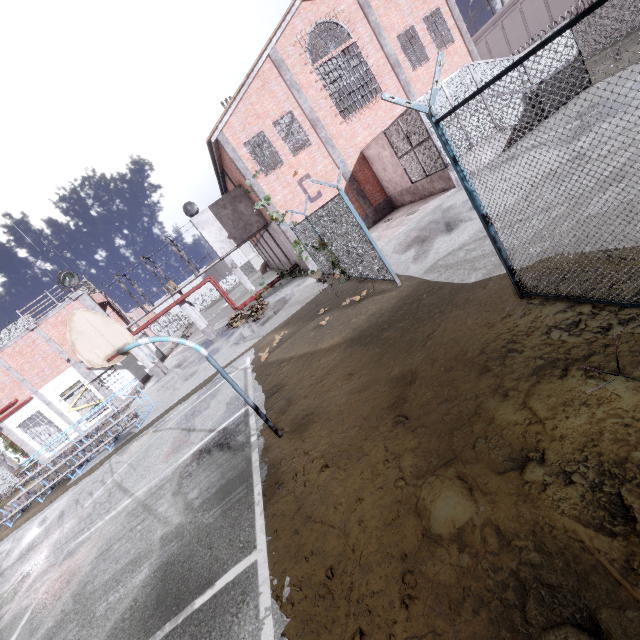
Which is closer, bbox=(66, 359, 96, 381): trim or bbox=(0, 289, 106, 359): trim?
bbox=(0, 289, 106, 359): trim

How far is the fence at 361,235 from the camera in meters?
8.2

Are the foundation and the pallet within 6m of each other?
no

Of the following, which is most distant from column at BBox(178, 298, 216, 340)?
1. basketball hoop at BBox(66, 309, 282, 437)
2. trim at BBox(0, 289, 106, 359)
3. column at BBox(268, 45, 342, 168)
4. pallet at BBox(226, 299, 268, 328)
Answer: basketball hoop at BBox(66, 309, 282, 437)

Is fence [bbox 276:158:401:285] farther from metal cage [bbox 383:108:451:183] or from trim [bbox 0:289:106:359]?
metal cage [bbox 383:108:451:183]

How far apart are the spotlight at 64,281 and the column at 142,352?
3.5 meters

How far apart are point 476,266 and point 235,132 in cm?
1606

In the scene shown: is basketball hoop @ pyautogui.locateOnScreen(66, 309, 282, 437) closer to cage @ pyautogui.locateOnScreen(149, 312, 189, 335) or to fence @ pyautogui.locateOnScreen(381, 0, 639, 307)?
fence @ pyautogui.locateOnScreen(381, 0, 639, 307)
